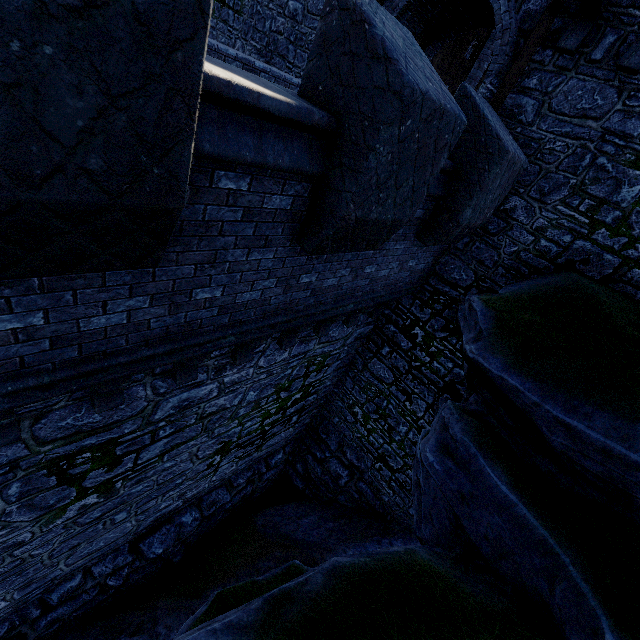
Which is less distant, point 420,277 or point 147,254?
point 147,254

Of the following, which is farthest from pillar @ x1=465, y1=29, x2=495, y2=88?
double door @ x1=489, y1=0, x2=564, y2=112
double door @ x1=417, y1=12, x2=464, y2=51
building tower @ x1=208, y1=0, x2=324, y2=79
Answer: double door @ x1=489, y1=0, x2=564, y2=112

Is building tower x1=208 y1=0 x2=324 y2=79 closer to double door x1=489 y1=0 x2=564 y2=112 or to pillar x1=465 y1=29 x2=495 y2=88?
double door x1=489 y1=0 x2=564 y2=112

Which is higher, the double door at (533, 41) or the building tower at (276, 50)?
the double door at (533, 41)

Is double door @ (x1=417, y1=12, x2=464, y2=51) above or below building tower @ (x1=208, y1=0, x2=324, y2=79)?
above

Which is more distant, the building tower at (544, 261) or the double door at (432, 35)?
the double door at (432, 35)

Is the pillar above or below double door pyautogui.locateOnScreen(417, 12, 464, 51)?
above

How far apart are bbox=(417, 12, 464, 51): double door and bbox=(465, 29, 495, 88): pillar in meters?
5.1
